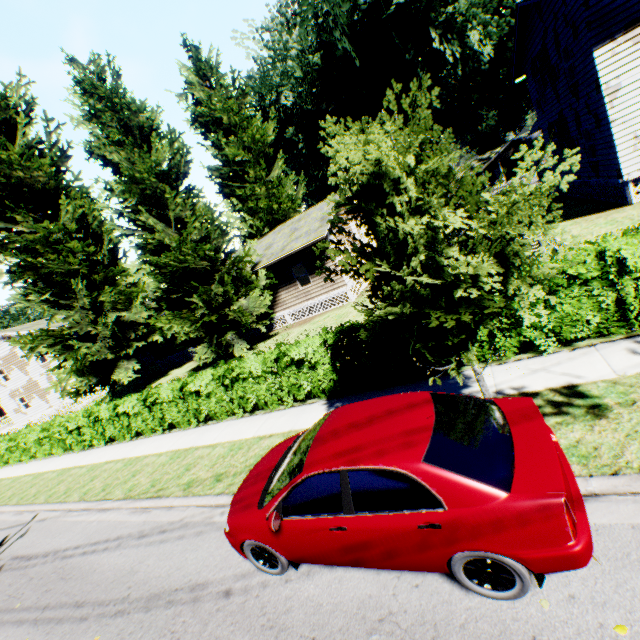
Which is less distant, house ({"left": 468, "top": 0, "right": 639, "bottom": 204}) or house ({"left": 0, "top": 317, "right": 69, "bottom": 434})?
house ({"left": 468, "top": 0, "right": 639, "bottom": 204})

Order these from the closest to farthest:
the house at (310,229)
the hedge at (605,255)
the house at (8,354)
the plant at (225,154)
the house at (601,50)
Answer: the plant at (225,154)
the hedge at (605,255)
the house at (601,50)
the house at (310,229)
the house at (8,354)

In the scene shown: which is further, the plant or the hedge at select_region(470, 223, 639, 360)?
the hedge at select_region(470, 223, 639, 360)

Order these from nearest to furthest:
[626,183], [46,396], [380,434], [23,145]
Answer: [380,434], [626,183], [23,145], [46,396]

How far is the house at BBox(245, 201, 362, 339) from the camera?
19.7 meters

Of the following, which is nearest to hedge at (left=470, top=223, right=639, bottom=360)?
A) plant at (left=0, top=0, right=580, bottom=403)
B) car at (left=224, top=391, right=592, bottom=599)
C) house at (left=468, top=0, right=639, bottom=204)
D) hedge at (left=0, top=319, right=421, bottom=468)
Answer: hedge at (left=0, top=319, right=421, bottom=468)

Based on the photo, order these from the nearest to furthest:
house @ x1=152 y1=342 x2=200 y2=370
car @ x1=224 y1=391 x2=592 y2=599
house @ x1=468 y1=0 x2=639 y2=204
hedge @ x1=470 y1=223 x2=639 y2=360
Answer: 1. car @ x1=224 y1=391 x2=592 y2=599
2. hedge @ x1=470 y1=223 x2=639 y2=360
3. house @ x1=468 y1=0 x2=639 y2=204
4. house @ x1=152 y1=342 x2=200 y2=370

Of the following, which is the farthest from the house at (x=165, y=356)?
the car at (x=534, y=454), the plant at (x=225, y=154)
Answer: the car at (x=534, y=454)
